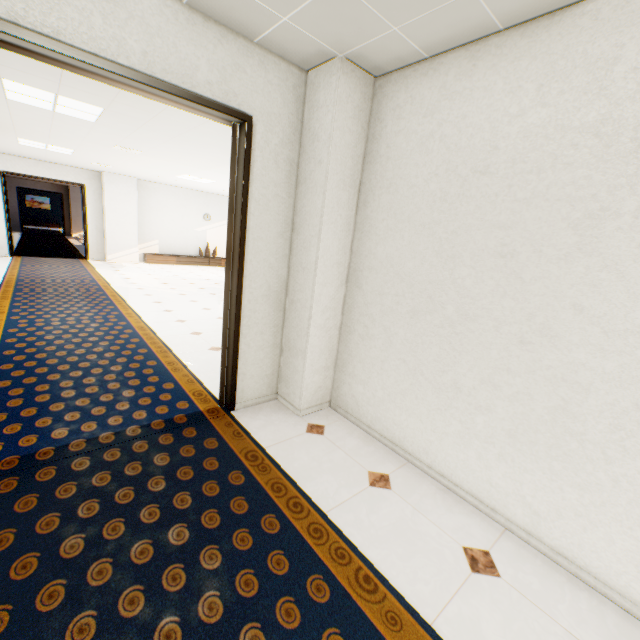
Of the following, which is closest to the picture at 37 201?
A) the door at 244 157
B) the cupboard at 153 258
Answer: the cupboard at 153 258

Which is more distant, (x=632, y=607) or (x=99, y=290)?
(x=99, y=290)

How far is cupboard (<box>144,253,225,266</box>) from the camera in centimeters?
1230cm

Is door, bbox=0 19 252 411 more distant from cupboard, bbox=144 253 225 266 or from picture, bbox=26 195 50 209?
picture, bbox=26 195 50 209

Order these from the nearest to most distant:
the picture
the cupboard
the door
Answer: the door
the cupboard
the picture

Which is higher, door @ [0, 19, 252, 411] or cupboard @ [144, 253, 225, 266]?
door @ [0, 19, 252, 411]

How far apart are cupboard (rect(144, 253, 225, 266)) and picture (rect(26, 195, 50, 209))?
21.1m

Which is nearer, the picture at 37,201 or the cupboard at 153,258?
the cupboard at 153,258
